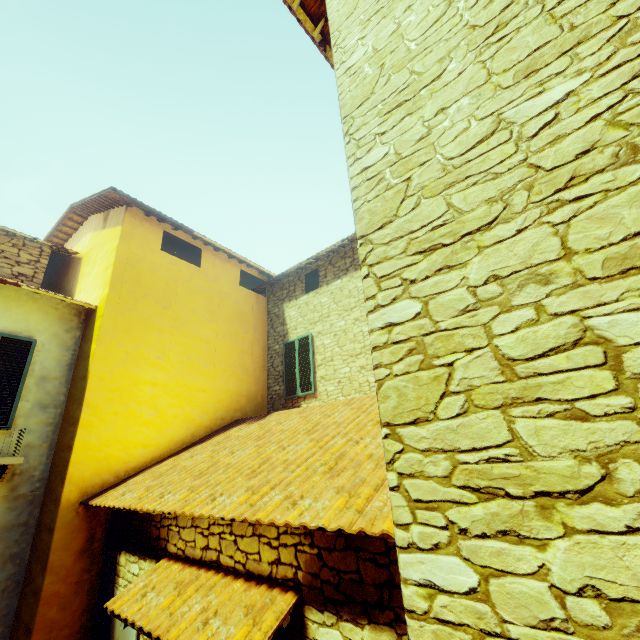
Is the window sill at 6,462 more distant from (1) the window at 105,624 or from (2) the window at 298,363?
(2) the window at 298,363

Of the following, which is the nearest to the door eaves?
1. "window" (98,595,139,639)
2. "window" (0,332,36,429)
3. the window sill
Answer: "window" (98,595,139,639)

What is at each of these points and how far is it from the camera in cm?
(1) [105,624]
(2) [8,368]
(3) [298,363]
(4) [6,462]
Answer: (1) window, 489
(2) window, 580
(3) window, 895
(4) window sill, 517

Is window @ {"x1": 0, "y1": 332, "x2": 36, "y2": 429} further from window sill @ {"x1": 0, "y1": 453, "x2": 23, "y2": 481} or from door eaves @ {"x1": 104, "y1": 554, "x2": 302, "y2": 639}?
door eaves @ {"x1": 104, "y1": 554, "x2": 302, "y2": 639}

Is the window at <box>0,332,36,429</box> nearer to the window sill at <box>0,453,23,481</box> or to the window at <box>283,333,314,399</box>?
the window sill at <box>0,453,23,481</box>

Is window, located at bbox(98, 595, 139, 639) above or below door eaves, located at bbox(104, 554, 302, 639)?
below

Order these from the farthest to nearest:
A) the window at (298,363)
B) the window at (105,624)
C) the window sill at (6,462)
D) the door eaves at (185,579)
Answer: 1. the window at (298,363)
2. the window sill at (6,462)
3. the window at (105,624)
4. the door eaves at (185,579)

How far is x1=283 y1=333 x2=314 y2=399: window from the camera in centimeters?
856cm
